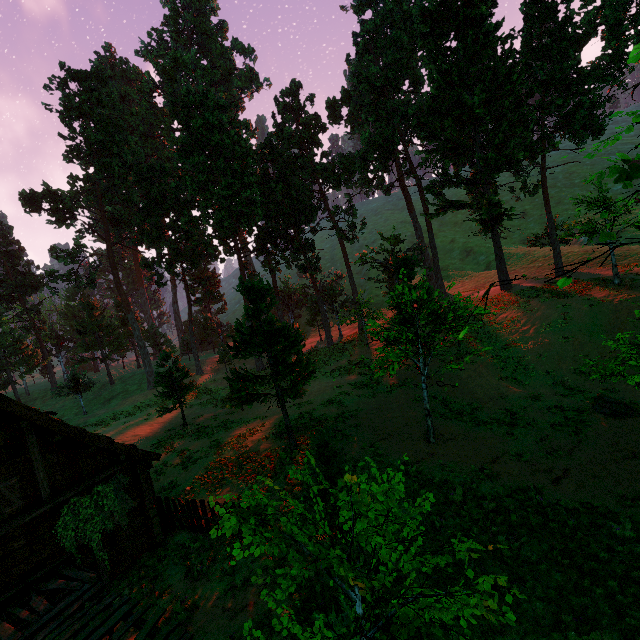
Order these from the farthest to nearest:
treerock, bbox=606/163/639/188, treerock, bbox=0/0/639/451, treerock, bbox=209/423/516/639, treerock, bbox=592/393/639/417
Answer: treerock, bbox=0/0/639/451
treerock, bbox=592/393/639/417
treerock, bbox=606/163/639/188
treerock, bbox=209/423/516/639

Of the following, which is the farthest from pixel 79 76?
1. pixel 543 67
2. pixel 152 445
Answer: pixel 543 67

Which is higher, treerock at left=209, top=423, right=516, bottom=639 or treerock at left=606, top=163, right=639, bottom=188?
treerock at left=606, top=163, right=639, bottom=188

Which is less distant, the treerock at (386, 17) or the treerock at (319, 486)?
the treerock at (319, 486)

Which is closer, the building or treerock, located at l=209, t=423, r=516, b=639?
treerock, located at l=209, t=423, r=516, b=639
